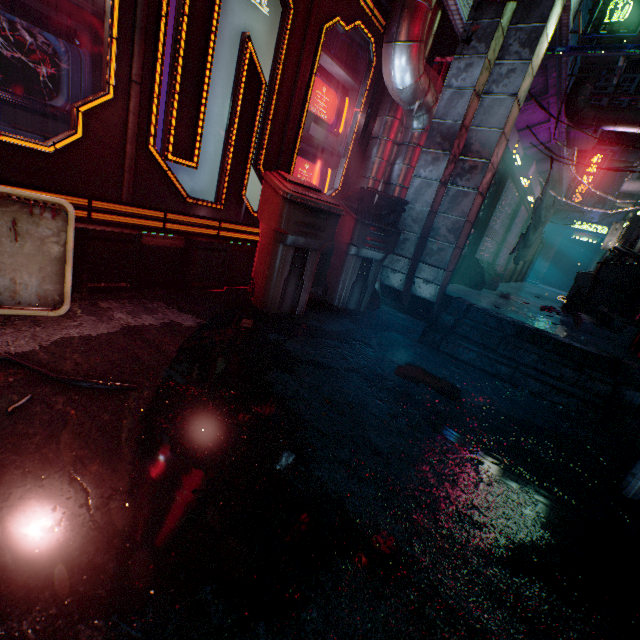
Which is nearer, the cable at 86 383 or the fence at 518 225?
the cable at 86 383

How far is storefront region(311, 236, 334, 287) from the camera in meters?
3.7

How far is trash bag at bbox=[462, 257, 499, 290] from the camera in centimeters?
483cm

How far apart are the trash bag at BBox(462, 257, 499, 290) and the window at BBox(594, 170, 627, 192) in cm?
1383

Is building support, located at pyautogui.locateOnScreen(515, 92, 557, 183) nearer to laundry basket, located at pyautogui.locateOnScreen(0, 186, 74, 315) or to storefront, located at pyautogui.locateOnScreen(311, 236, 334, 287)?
storefront, located at pyautogui.locateOnScreen(311, 236, 334, 287)

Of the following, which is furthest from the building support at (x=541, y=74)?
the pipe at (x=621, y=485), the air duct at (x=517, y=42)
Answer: the pipe at (x=621, y=485)

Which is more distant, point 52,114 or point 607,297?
point 607,297

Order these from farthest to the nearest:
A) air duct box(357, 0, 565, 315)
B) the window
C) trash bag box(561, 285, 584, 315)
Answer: the window → trash bag box(561, 285, 584, 315) → air duct box(357, 0, 565, 315)
